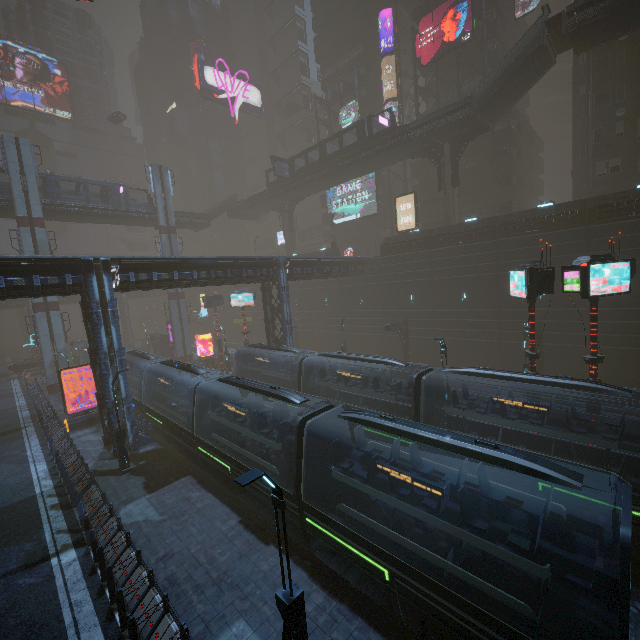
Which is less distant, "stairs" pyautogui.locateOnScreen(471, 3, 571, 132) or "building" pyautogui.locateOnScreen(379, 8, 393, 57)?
"stairs" pyautogui.locateOnScreen(471, 3, 571, 132)

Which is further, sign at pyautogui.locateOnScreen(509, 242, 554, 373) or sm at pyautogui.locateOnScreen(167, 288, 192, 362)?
sm at pyautogui.locateOnScreen(167, 288, 192, 362)

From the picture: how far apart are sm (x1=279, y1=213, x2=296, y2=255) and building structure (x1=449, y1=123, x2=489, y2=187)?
25.7 meters

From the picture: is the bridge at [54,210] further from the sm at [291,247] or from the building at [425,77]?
the sm at [291,247]

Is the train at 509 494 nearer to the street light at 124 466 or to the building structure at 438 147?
the street light at 124 466

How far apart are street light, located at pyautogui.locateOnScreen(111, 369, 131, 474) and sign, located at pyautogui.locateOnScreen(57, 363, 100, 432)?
9.6m

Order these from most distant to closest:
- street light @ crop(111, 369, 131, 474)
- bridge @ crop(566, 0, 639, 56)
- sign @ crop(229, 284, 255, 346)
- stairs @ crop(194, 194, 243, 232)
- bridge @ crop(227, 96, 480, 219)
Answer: stairs @ crop(194, 194, 243, 232), sign @ crop(229, 284, 255, 346), bridge @ crop(227, 96, 480, 219), bridge @ crop(566, 0, 639, 56), street light @ crop(111, 369, 131, 474)

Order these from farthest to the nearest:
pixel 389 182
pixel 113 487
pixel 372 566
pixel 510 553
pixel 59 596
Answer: pixel 389 182, pixel 113 487, pixel 59 596, pixel 372 566, pixel 510 553
